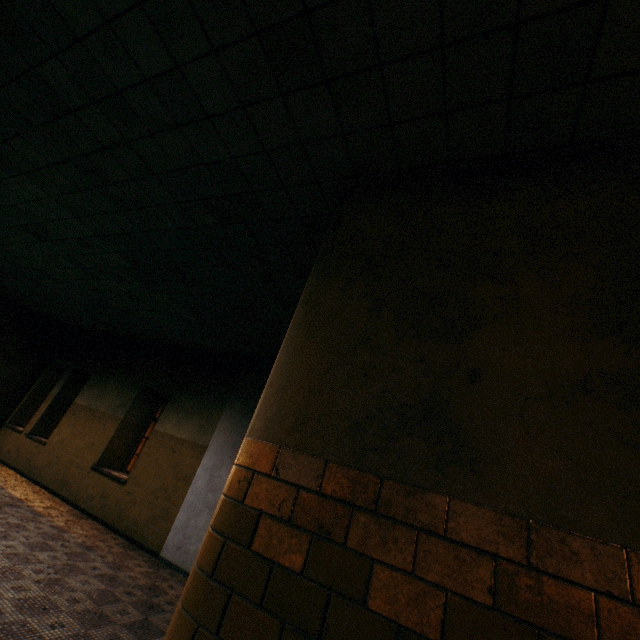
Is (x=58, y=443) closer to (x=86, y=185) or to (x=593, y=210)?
(x=86, y=185)
